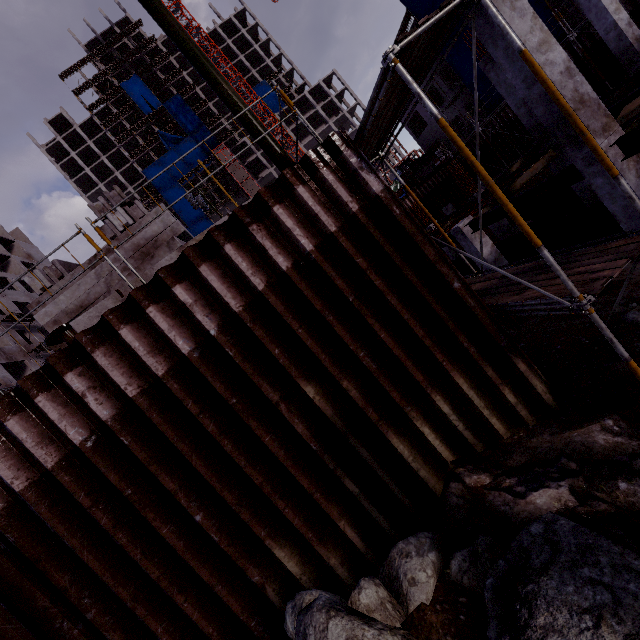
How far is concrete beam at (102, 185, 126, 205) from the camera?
7.8 meters

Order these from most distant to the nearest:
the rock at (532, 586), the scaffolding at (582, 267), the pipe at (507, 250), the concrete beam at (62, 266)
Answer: the pipe at (507, 250), the concrete beam at (62, 266), the scaffolding at (582, 267), the rock at (532, 586)

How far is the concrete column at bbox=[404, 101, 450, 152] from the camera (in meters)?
36.16

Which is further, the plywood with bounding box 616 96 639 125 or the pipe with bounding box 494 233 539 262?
the pipe with bounding box 494 233 539 262

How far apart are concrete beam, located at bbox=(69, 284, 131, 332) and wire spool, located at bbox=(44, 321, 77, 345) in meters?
1.0 m

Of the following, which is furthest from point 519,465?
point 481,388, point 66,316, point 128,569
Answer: point 66,316

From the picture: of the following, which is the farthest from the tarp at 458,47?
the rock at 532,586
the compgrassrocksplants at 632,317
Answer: the rock at 532,586

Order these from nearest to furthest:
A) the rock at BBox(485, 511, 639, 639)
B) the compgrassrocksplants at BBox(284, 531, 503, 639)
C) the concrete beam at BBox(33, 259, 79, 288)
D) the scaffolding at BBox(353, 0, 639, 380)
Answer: the rock at BBox(485, 511, 639, 639) < the compgrassrocksplants at BBox(284, 531, 503, 639) < the scaffolding at BBox(353, 0, 639, 380) < the concrete beam at BBox(33, 259, 79, 288)
